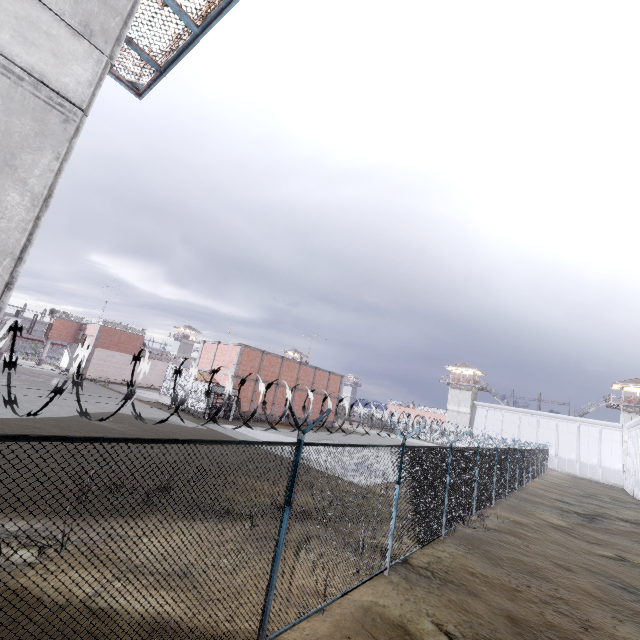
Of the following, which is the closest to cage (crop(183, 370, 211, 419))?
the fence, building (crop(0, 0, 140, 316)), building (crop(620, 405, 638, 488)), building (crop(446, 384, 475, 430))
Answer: the fence

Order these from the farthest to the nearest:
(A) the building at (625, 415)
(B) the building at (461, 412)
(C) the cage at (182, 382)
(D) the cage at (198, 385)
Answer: (B) the building at (461, 412), (A) the building at (625, 415), (C) the cage at (182, 382), (D) the cage at (198, 385)

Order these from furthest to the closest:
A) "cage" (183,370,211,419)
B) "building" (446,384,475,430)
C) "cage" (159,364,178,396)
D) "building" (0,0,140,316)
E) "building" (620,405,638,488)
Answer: "building" (446,384,475,430)
"building" (620,405,638,488)
"cage" (159,364,178,396)
"cage" (183,370,211,419)
"building" (0,0,140,316)

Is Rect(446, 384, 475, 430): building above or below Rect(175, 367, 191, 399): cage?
above

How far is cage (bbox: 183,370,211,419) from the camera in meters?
27.1 m

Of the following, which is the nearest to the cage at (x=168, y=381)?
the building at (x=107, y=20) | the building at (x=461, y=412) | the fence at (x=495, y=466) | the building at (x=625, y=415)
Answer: the fence at (x=495, y=466)

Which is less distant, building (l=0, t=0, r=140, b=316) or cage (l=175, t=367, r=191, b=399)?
building (l=0, t=0, r=140, b=316)

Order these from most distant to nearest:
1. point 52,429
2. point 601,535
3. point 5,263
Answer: point 601,535 < point 52,429 < point 5,263
